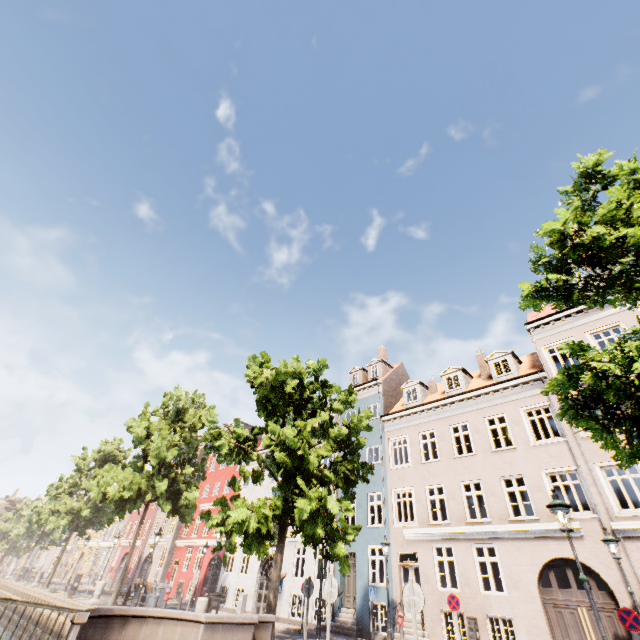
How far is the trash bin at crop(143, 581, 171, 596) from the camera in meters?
17.6

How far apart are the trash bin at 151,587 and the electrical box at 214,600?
8.69m

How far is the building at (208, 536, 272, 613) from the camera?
21.81m

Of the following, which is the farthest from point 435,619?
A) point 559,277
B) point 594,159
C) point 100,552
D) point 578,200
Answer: point 100,552

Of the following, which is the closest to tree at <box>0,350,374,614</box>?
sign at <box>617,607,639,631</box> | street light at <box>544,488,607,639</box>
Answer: street light at <box>544,488,607,639</box>

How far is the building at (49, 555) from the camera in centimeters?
5734cm

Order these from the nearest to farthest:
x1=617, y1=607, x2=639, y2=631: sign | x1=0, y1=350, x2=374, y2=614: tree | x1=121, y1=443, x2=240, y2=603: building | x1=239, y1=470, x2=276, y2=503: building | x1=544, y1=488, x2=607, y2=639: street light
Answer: x1=544, y1=488, x2=607, y2=639: street light < x1=617, y1=607, x2=639, y2=631: sign < x1=0, y1=350, x2=374, y2=614: tree < x1=239, y1=470, x2=276, y2=503: building < x1=121, y1=443, x2=240, y2=603: building
